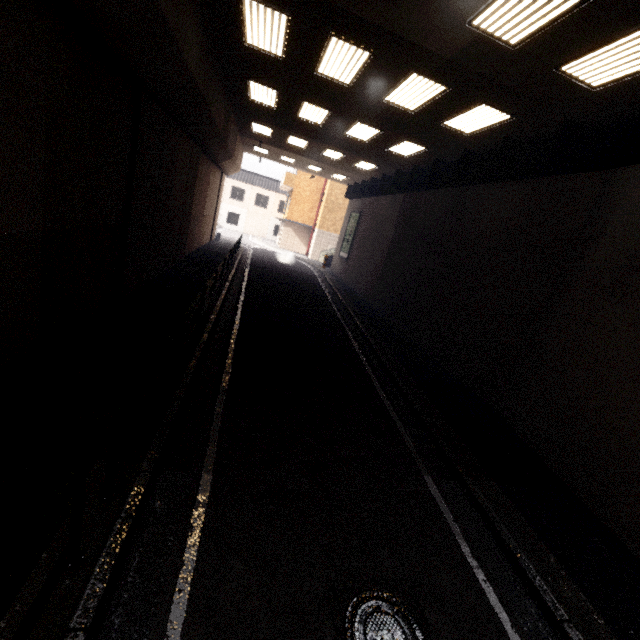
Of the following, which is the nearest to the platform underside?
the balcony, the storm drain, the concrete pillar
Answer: the storm drain

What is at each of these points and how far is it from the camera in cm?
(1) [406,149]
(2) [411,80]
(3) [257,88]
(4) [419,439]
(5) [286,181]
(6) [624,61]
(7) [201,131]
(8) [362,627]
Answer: (1) fluorescent light, 1270
(2) fluorescent light, 755
(3) fluorescent light, 1078
(4) storm drain, 616
(5) balcony, 3136
(6) fluorescent light, 517
(7) concrete pillar, 1141
(8) manhole, 292

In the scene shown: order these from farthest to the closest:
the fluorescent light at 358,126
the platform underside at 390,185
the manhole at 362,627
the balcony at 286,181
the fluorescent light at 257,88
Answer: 1. the balcony at 286,181
2. the fluorescent light at 358,126
3. the fluorescent light at 257,88
4. the platform underside at 390,185
5. the manhole at 362,627

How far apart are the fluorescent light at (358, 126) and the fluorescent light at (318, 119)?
1.02m

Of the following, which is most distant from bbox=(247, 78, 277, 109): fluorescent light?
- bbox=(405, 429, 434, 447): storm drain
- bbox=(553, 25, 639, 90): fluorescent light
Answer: bbox=(405, 429, 434, 447): storm drain

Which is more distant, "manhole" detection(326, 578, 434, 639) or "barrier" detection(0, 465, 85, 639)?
"manhole" detection(326, 578, 434, 639)

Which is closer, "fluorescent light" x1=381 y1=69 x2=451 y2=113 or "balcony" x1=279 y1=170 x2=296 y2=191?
"fluorescent light" x1=381 y1=69 x2=451 y2=113

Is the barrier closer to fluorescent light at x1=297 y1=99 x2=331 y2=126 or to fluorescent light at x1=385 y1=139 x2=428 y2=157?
fluorescent light at x1=297 y1=99 x2=331 y2=126
